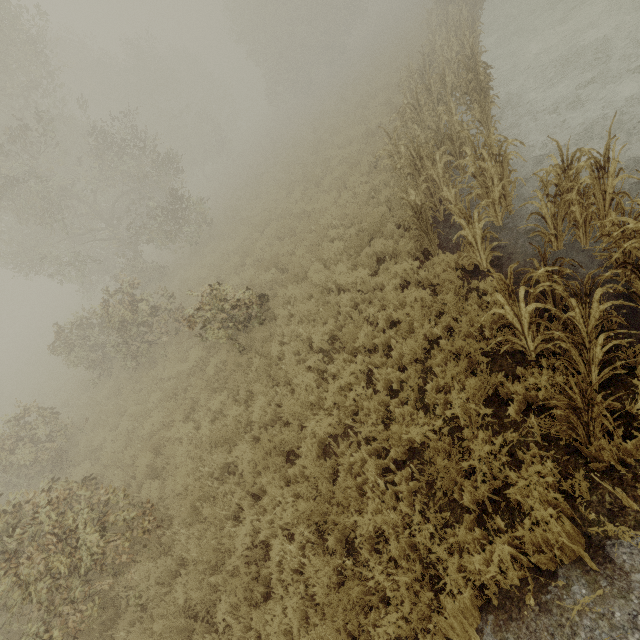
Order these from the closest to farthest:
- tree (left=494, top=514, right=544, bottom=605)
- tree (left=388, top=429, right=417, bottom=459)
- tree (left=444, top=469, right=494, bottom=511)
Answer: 1. tree (left=494, top=514, right=544, bottom=605)
2. tree (left=444, top=469, right=494, bottom=511)
3. tree (left=388, top=429, right=417, bottom=459)

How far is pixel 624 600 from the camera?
2.7m

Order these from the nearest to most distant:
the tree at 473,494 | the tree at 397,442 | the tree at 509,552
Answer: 1. the tree at 509,552
2. the tree at 473,494
3. the tree at 397,442

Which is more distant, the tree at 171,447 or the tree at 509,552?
the tree at 171,447

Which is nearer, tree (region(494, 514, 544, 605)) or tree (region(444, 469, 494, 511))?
tree (region(494, 514, 544, 605))
